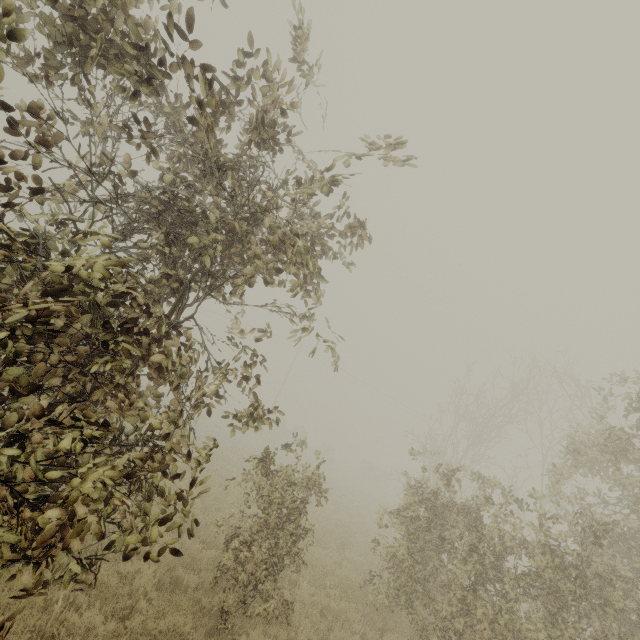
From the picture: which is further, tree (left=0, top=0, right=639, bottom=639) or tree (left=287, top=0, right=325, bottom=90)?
tree (left=287, top=0, right=325, bottom=90)

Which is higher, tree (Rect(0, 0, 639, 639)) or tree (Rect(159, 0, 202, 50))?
tree (Rect(159, 0, 202, 50))

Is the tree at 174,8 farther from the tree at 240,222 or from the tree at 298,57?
the tree at 240,222

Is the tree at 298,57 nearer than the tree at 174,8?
No

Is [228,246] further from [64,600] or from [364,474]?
[364,474]

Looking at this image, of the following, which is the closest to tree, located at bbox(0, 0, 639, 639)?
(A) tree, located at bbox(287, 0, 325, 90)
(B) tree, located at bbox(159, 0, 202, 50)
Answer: (B) tree, located at bbox(159, 0, 202, 50)

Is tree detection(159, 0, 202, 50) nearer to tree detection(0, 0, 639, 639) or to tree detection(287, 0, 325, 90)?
tree detection(287, 0, 325, 90)
